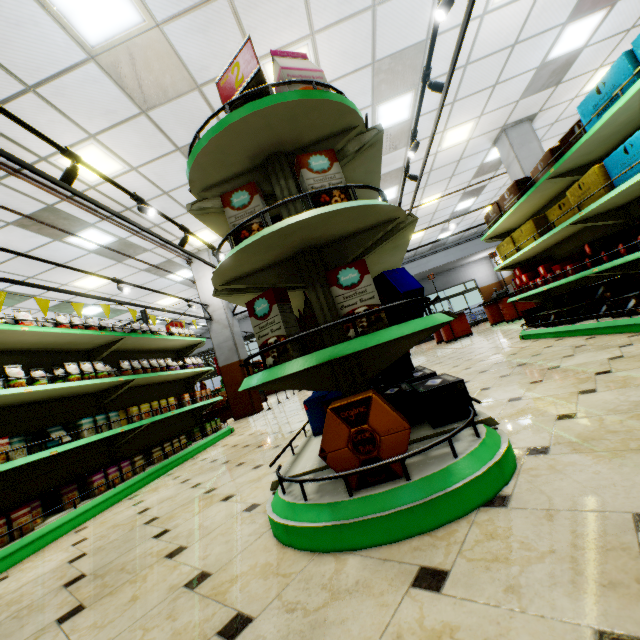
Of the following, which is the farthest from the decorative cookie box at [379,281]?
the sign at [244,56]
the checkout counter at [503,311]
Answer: the checkout counter at [503,311]

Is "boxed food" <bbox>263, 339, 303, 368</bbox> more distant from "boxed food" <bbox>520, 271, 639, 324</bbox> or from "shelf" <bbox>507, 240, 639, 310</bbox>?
"boxed food" <bbox>520, 271, 639, 324</bbox>

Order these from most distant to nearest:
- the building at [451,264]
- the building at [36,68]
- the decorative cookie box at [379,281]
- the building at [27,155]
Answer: the building at [451,264] → the building at [27,155] → the building at [36,68] → the decorative cookie box at [379,281]

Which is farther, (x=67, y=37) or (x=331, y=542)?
(x=67, y=37)

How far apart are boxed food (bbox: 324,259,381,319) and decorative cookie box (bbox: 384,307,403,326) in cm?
34

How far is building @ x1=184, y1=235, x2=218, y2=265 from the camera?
8.81m

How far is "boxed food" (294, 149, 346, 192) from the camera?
1.6 meters
